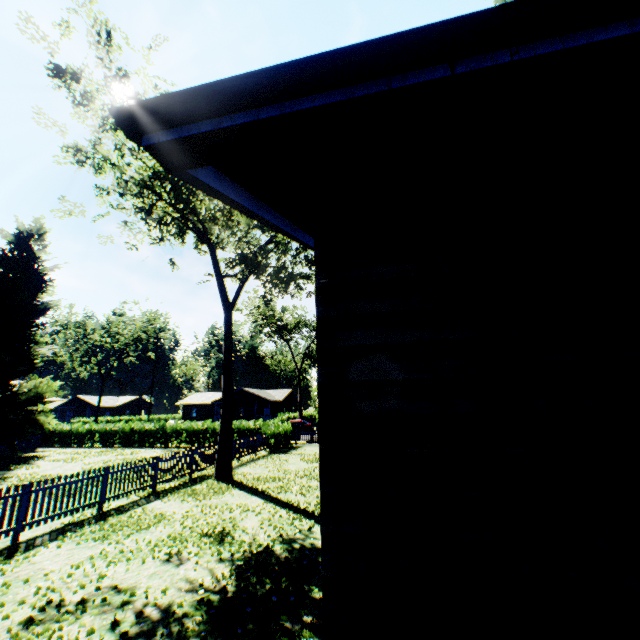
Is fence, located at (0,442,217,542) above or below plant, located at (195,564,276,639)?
above

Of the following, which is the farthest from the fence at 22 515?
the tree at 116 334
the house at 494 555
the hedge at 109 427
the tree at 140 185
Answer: the tree at 116 334

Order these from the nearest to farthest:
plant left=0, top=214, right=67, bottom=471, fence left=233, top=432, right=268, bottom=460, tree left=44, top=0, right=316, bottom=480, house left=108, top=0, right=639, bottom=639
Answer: house left=108, top=0, right=639, bottom=639
tree left=44, top=0, right=316, bottom=480
fence left=233, top=432, right=268, bottom=460
plant left=0, top=214, right=67, bottom=471

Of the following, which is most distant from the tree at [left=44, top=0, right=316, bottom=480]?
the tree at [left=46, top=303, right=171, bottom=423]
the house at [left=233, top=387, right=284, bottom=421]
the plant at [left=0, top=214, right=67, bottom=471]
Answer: the tree at [left=46, top=303, right=171, bottom=423]

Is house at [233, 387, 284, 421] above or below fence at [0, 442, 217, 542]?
above

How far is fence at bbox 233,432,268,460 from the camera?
19.8 meters

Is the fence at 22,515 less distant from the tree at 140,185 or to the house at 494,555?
the tree at 140,185

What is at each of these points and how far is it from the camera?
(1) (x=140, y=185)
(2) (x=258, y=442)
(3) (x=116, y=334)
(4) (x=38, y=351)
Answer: (1) tree, 20.41m
(2) fence, 23.00m
(3) tree, 51.78m
(4) plant, 26.16m
